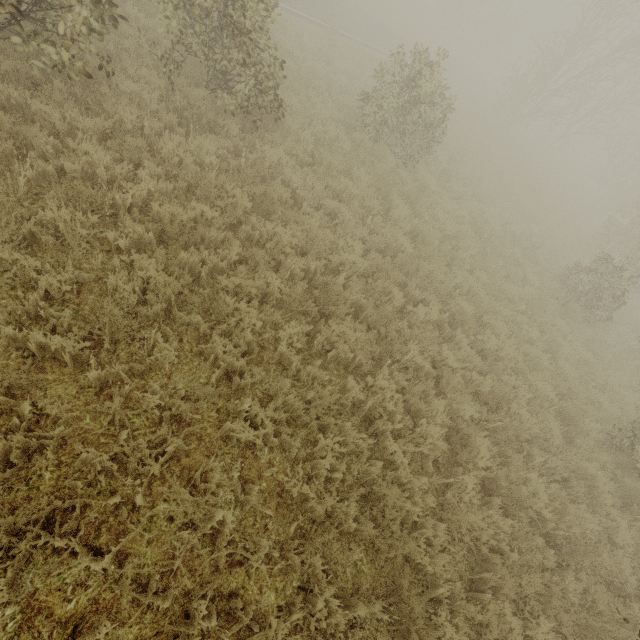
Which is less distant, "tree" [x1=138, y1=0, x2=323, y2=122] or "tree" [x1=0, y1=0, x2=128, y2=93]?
"tree" [x1=0, y1=0, x2=128, y2=93]

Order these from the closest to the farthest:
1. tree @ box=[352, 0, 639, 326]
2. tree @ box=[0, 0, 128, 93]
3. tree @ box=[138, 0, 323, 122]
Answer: tree @ box=[0, 0, 128, 93] < tree @ box=[138, 0, 323, 122] < tree @ box=[352, 0, 639, 326]

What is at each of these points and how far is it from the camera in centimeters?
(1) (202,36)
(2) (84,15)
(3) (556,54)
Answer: (1) tree, 571cm
(2) tree, 436cm
(3) tree, 2136cm

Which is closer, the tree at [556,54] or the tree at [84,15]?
the tree at [84,15]
